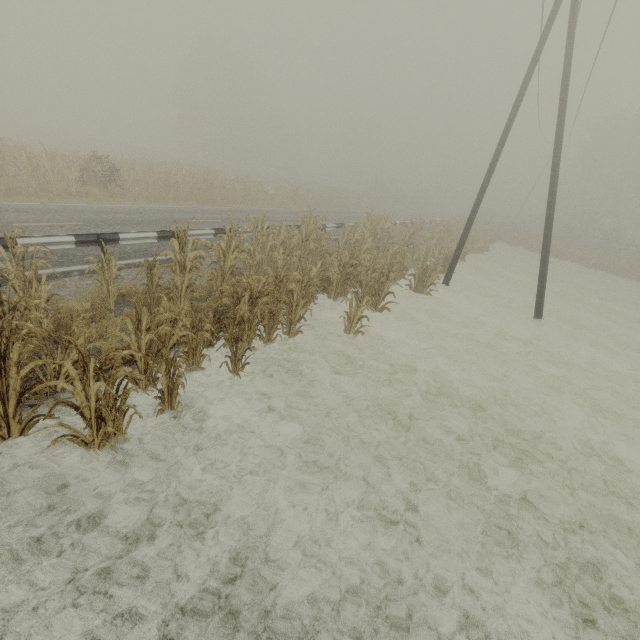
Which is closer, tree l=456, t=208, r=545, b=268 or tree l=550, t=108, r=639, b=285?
tree l=456, t=208, r=545, b=268

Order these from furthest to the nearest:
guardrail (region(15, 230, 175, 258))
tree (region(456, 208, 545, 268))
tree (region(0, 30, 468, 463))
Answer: tree (region(456, 208, 545, 268))
guardrail (region(15, 230, 175, 258))
tree (region(0, 30, 468, 463))

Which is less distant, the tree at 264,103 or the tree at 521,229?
the tree at 264,103

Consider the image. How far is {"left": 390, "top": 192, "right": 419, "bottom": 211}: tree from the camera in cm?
4980

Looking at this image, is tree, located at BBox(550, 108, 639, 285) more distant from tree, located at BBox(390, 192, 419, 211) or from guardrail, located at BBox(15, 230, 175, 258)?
guardrail, located at BBox(15, 230, 175, 258)

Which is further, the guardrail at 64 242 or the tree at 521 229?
the tree at 521 229

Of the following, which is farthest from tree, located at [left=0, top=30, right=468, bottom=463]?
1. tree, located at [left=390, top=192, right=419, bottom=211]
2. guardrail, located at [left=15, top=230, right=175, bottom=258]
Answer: guardrail, located at [left=15, top=230, right=175, bottom=258]

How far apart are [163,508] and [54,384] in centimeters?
185cm
